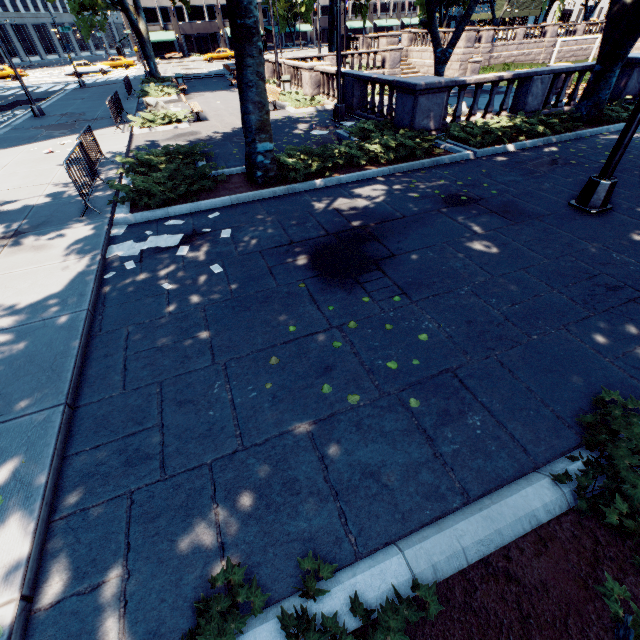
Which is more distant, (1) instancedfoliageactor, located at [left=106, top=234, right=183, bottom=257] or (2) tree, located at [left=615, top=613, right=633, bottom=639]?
(1) instancedfoliageactor, located at [left=106, top=234, right=183, bottom=257]

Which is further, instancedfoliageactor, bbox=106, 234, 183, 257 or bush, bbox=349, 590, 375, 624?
instancedfoliageactor, bbox=106, 234, 183, 257

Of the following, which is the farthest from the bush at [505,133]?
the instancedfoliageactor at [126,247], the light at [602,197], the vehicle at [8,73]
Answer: the vehicle at [8,73]

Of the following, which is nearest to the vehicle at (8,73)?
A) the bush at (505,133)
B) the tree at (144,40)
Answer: the tree at (144,40)

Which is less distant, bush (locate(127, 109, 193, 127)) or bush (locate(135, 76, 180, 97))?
bush (locate(127, 109, 193, 127))

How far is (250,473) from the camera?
3.0 meters

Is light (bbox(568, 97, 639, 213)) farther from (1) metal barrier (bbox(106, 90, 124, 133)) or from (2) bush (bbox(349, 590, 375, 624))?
(1) metal barrier (bbox(106, 90, 124, 133))

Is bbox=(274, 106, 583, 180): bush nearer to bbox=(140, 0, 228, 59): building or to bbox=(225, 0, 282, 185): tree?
bbox=(225, 0, 282, 185): tree
